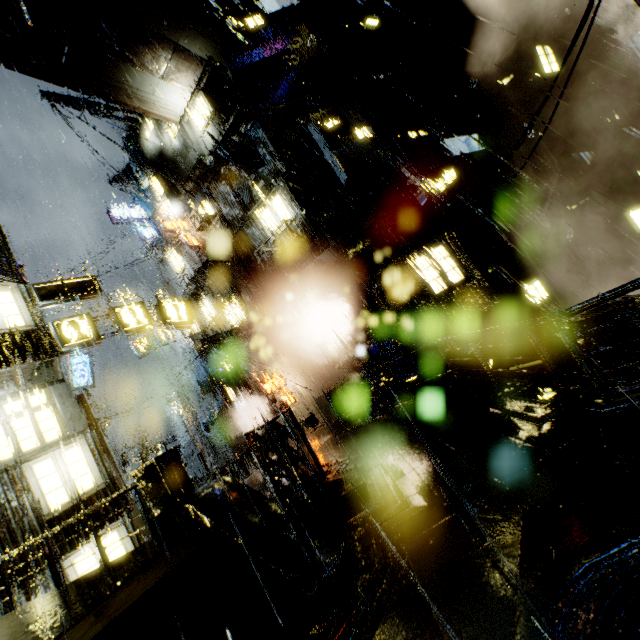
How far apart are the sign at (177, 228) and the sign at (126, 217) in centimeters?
667cm

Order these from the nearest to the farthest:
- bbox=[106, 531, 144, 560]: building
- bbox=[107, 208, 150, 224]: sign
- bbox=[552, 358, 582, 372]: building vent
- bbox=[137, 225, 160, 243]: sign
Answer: bbox=[106, 531, 144, 560]: building < bbox=[552, 358, 582, 372]: building vent < bbox=[107, 208, 150, 224]: sign < bbox=[137, 225, 160, 243]: sign

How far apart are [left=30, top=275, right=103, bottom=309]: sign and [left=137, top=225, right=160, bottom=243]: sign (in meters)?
14.14

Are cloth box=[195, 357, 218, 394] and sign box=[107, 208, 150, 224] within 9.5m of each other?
no

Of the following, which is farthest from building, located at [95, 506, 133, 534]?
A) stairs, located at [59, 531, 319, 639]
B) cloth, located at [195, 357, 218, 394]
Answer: stairs, located at [59, 531, 319, 639]

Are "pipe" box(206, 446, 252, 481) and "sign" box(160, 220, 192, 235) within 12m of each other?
no

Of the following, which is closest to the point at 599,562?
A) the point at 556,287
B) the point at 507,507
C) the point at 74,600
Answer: the point at 507,507

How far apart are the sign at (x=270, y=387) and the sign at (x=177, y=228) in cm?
1175
